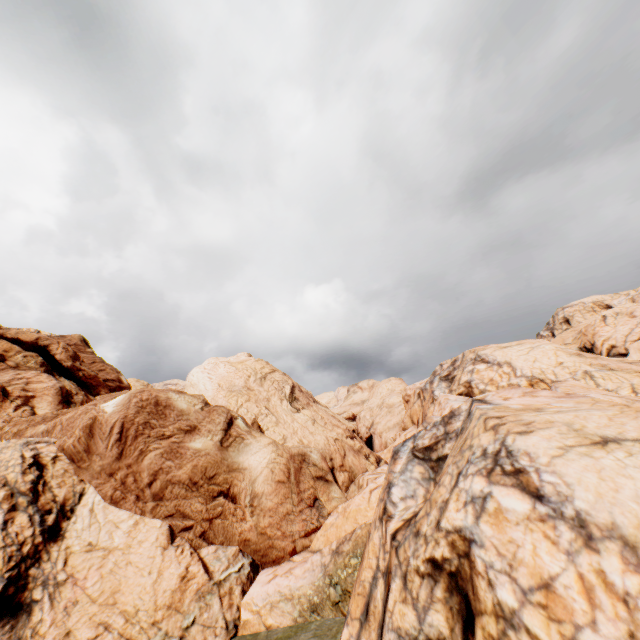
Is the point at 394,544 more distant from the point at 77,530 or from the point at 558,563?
the point at 77,530
